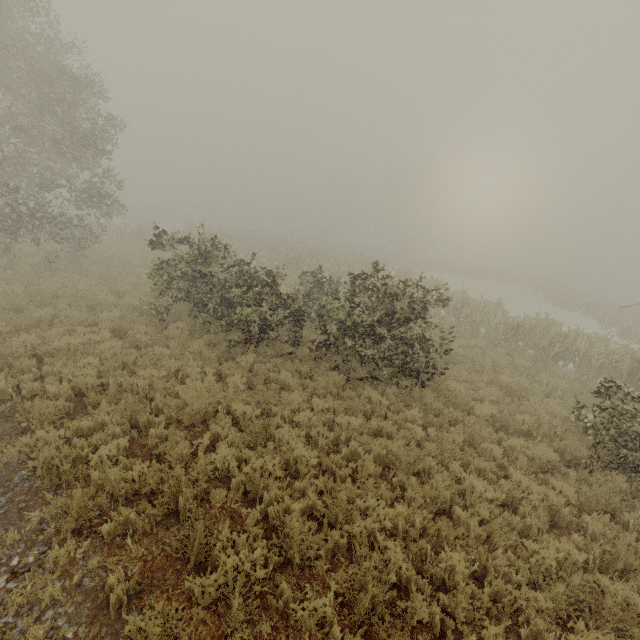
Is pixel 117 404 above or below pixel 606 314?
below
